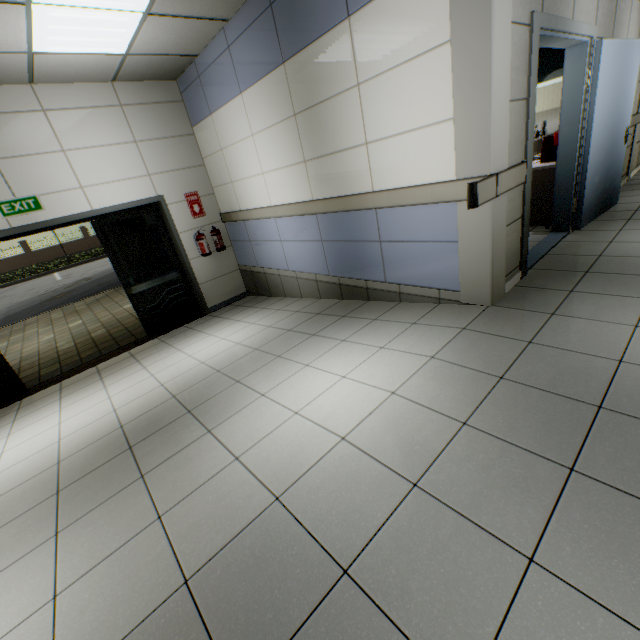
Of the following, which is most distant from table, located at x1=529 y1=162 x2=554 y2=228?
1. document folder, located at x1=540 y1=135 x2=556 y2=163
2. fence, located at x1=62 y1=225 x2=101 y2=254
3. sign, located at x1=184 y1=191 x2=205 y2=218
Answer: fence, located at x1=62 y1=225 x2=101 y2=254

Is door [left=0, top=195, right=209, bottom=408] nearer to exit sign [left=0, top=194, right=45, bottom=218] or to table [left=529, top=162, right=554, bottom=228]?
A: exit sign [left=0, top=194, right=45, bottom=218]

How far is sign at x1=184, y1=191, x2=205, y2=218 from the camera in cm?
578

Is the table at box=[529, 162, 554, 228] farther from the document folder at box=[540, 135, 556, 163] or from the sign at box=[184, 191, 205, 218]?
the sign at box=[184, 191, 205, 218]

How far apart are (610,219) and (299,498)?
5.5 meters

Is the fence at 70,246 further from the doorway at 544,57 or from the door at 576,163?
the door at 576,163

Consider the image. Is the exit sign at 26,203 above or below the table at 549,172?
above

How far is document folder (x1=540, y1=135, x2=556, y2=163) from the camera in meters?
4.3
